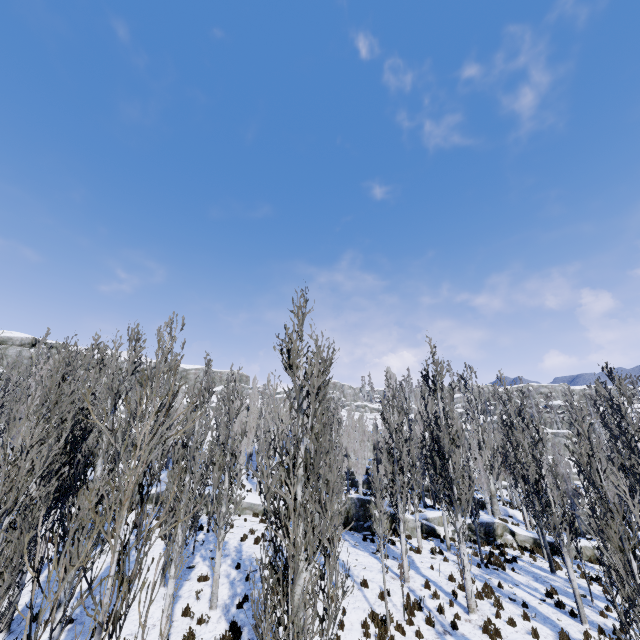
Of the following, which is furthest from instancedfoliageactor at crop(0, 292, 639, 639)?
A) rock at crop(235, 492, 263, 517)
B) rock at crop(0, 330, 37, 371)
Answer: rock at crop(0, 330, 37, 371)

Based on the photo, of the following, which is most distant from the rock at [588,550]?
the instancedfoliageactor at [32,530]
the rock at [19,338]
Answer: the rock at [19,338]

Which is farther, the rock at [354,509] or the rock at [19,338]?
the rock at [19,338]

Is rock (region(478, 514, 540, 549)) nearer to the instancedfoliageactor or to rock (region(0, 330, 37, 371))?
the instancedfoliageactor

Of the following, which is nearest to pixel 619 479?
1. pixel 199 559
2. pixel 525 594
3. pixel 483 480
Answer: pixel 525 594

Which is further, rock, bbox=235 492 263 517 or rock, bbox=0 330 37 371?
rock, bbox=0 330 37 371

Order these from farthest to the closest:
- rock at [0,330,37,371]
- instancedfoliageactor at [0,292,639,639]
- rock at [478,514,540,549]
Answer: rock at [0,330,37,371] < rock at [478,514,540,549] < instancedfoliageactor at [0,292,639,639]
